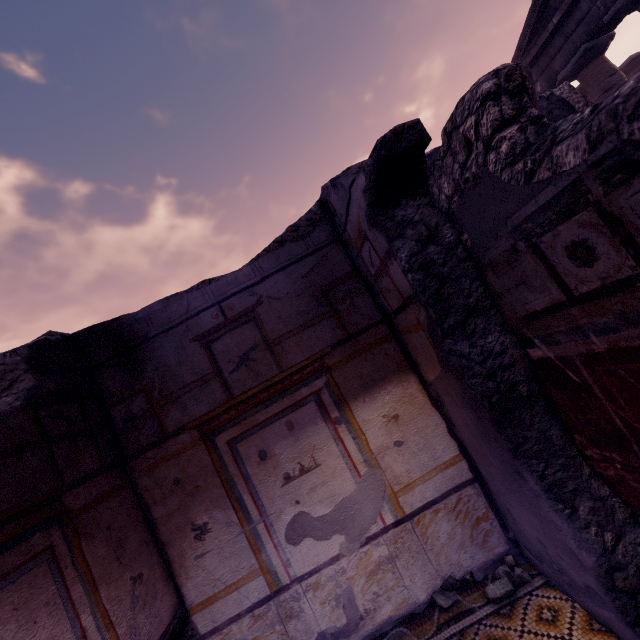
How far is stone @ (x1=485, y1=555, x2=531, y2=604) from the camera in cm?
182

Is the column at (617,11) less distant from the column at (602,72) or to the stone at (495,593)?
the column at (602,72)

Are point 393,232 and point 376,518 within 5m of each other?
yes

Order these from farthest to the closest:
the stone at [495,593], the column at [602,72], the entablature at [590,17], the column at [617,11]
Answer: the column at [602,72]
the entablature at [590,17]
the column at [617,11]
the stone at [495,593]

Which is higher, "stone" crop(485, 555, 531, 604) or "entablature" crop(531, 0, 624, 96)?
"entablature" crop(531, 0, 624, 96)

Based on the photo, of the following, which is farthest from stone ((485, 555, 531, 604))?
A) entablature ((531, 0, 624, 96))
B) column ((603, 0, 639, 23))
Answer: entablature ((531, 0, 624, 96))

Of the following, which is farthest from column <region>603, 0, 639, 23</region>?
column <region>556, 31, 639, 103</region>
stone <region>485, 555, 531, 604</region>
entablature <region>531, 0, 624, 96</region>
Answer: stone <region>485, 555, 531, 604</region>
